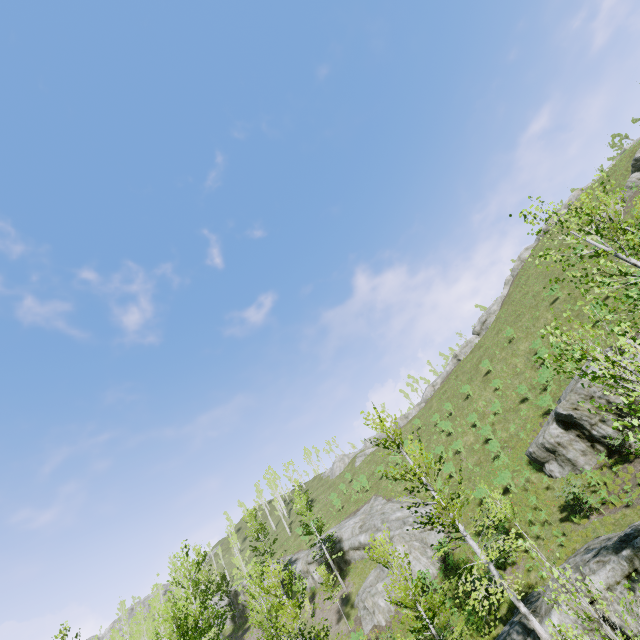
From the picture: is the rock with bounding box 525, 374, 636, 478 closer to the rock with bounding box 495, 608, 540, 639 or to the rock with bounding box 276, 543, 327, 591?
the rock with bounding box 495, 608, 540, 639

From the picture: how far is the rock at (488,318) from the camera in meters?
52.9 m

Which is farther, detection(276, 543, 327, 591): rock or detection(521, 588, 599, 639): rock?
detection(276, 543, 327, 591): rock

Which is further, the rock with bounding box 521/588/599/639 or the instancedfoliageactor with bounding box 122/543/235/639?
the instancedfoliageactor with bounding box 122/543/235/639

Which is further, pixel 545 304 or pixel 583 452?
pixel 545 304

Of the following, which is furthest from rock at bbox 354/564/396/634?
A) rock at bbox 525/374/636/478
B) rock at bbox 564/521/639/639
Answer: rock at bbox 525/374/636/478

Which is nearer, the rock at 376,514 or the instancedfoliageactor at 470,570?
the instancedfoliageactor at 470,570

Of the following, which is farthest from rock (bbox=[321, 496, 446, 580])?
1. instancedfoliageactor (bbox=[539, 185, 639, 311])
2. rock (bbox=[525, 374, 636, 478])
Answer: rock (bbox=[525, 374, 636, 478])
